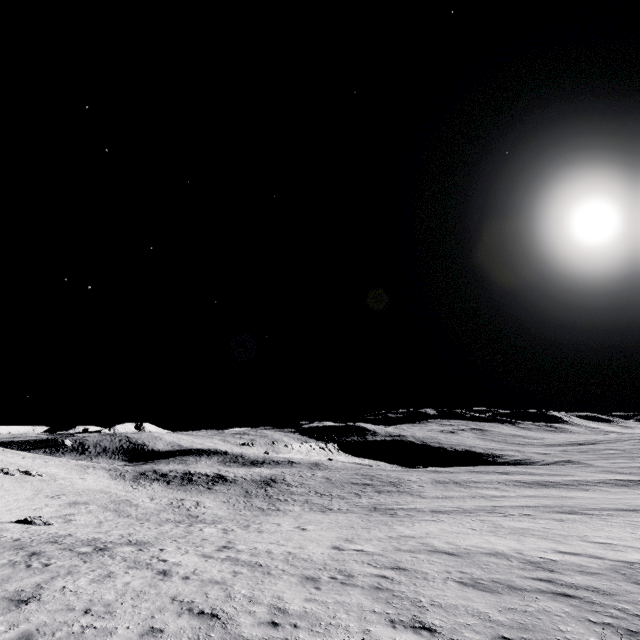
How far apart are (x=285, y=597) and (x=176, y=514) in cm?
2927
